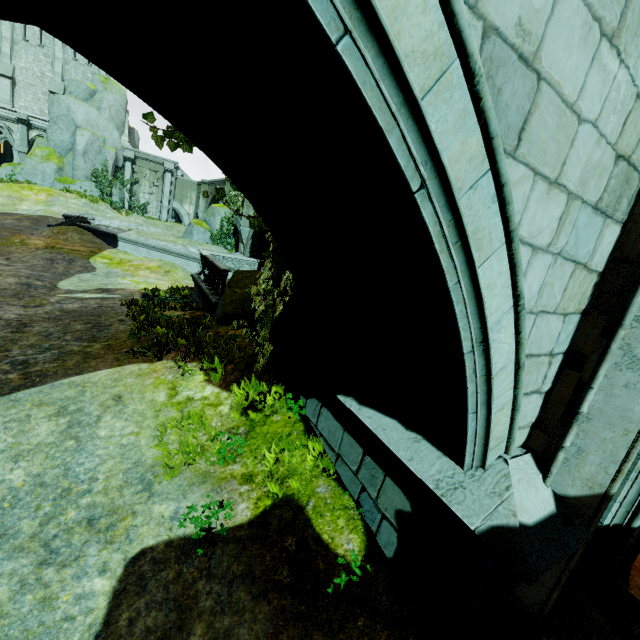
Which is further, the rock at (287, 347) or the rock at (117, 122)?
the rock at (117, 122)

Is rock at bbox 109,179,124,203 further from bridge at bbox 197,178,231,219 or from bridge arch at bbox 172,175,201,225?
bridge at bbox 197,178,231,219

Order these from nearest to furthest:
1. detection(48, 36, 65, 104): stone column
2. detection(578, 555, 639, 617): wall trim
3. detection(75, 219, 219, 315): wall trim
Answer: detection(578, 555, 639, 617): wall trim → detection(75, 219, 219, 315): wall trim → detection(48, 36, 65, 104): stone column

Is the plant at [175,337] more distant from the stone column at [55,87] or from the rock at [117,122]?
the stone column at [55,87]

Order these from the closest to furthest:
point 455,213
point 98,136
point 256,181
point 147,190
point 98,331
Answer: point 455,213 → point 256,181 → point 98,331 → point 98,136 → point 147,190

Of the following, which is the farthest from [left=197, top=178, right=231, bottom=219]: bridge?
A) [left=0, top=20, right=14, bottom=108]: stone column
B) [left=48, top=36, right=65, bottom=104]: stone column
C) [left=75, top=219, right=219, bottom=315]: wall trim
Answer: [left=0, top=20, right=14, bottom=108]: stone column

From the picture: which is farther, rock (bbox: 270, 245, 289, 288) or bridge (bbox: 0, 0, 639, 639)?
rock (bbox: 270, 245, 289, 288)

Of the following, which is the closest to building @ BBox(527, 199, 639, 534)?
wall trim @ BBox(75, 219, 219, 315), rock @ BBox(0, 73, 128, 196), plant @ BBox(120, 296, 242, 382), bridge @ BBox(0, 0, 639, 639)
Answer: bridge @ BBox(0, 0, 639, 639)
